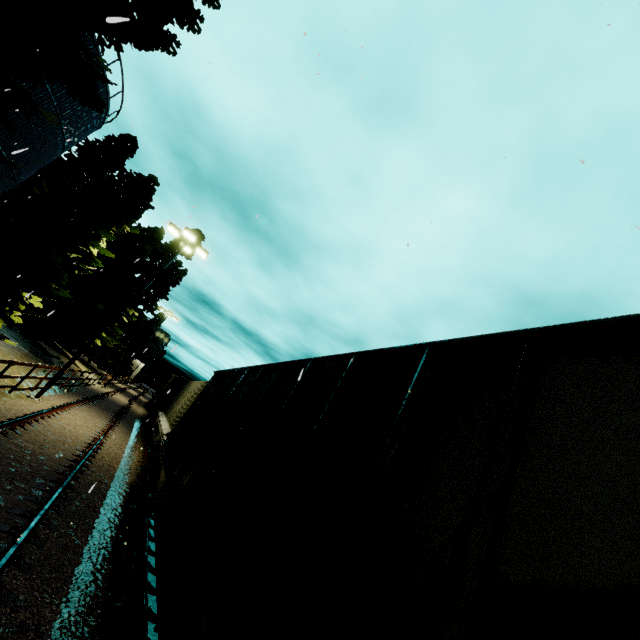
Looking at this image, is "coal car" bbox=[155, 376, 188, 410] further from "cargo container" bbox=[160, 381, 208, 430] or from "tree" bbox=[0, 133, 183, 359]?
"tree" bbox=[0, 133, 183, 359]

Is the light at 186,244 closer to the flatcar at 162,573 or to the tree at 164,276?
the flatcar at 162,573

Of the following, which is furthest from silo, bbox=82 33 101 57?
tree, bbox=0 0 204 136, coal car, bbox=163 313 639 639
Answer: coal car, bbox=163 313 639 639

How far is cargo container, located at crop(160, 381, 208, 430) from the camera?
14.05m

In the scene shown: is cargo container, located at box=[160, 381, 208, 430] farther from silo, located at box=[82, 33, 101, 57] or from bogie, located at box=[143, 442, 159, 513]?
silo, located at box=[82, 33, 101, 57]

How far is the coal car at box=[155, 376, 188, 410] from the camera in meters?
24.2 m

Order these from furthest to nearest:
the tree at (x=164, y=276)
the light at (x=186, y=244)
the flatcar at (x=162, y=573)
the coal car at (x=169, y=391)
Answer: the tree at (x=164, y=276), the coal car at (x=169, y=391), the light at (x=186, y=244), the flatcar at (x=162, y=573)

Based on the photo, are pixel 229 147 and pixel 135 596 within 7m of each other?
no
